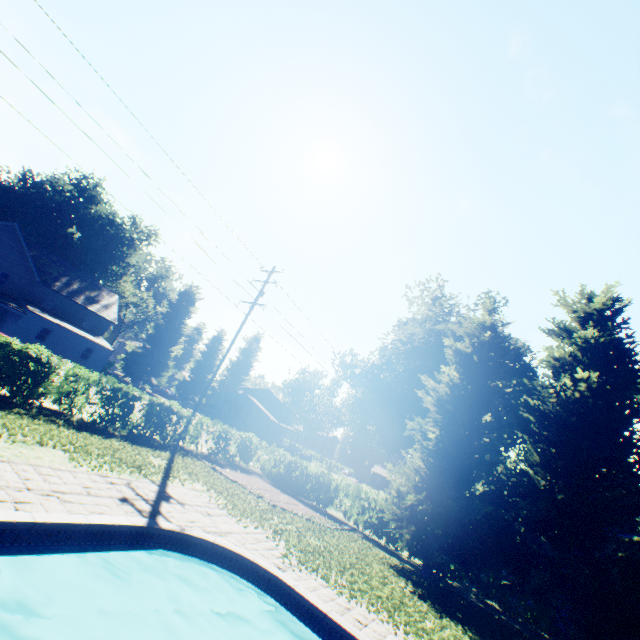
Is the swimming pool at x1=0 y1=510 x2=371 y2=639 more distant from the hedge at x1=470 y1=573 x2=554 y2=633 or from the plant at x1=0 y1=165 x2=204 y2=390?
the hedge at x1=470 y1=573 x2=554 y2=633

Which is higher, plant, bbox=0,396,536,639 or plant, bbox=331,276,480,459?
plant, bbox=331,276,480,459

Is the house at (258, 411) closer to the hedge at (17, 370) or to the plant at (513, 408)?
the plant at (513, 408)

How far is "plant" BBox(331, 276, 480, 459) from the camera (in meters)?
29.17

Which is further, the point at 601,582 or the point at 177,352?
the point at 177,352

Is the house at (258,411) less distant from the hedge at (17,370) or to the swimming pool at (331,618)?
the hedge at (17,370)

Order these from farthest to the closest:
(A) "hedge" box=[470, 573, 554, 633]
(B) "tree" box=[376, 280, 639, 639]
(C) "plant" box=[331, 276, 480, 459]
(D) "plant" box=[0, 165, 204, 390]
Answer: (D) "plant" box=[0, 165, 204, 390], (C) "plant" box=[331, 276, 480, 459], (A) "hedge" box=[470, 573, 554, 633], (B) "tree" box=[376, 280, 639, 639]

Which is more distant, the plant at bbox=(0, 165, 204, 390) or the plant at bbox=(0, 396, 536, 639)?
the plant at bbox=(0, 165, 204, 390)
